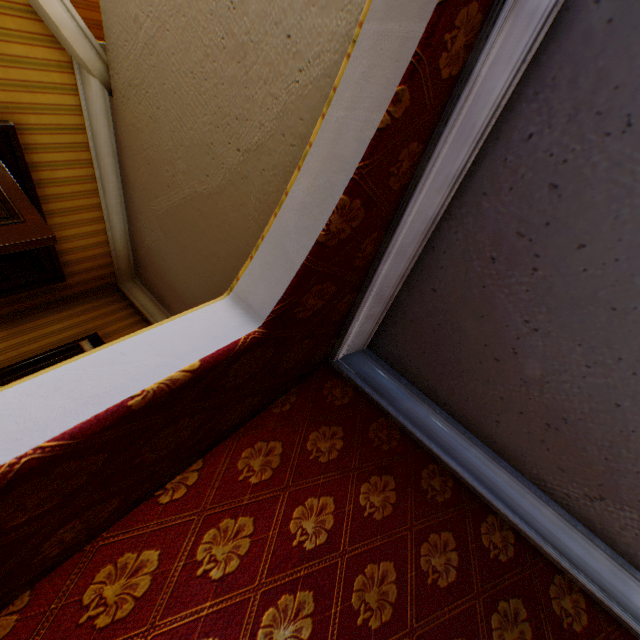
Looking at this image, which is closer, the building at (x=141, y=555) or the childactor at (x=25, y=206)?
the building at (x=141, y=555)

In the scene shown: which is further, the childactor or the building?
the childactor

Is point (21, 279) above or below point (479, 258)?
below
